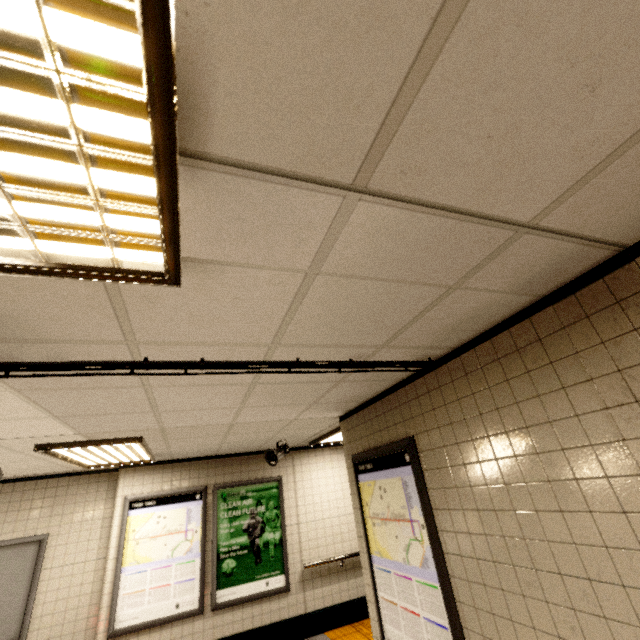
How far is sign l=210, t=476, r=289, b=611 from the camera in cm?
528

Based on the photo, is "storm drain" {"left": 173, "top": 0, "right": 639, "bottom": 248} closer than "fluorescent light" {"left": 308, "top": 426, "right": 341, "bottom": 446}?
Yes

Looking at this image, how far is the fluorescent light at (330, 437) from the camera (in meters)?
5.19

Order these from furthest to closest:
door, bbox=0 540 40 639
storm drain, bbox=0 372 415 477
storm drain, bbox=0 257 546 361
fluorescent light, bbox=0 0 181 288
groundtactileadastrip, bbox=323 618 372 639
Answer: groundtactileadastrip, bbox=323 618 372 639 < door, bbox=0 540 40 639 < storm drain, bbox=0 372 415 477 < storm drain, bbox=0 257 546 361 < fluorescent light, bbox=0 0 181 288

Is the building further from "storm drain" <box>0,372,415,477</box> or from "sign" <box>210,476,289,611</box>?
"sign" <box>210,476,289,611</box>

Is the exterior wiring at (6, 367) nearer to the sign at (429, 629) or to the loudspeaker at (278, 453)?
the sign at (429, 629)

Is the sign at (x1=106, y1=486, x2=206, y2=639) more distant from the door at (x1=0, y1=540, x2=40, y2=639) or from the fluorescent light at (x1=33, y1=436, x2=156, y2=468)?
the door at (x1=0, y1=540, x2=40, y2=639)

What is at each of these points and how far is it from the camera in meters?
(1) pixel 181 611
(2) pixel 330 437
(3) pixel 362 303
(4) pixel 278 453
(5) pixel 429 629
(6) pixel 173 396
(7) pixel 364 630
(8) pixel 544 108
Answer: (1) sign, 4.9 m
(2) fluorescent light, 5.7 m
(3) storm drain, 1.6 m
(4) loudspeaker, 5.3 m
(5) sign, 2.5 m
(6) storm drain, 2.5 m
(7) groundtactileadastrip, 5.3 m
(8) storm drain, 0.8 m
